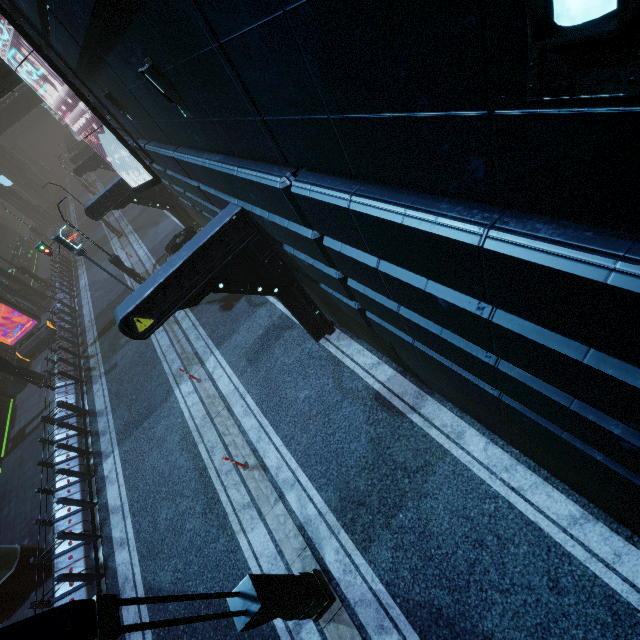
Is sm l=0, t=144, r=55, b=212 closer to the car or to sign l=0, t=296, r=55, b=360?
the car

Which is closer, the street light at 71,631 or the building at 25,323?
the street light at 71,631

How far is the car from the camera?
14.81m

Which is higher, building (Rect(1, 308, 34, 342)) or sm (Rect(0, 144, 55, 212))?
sm (Rect(0, 144, 55, 212))

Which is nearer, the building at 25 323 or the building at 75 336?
the building at 75 336

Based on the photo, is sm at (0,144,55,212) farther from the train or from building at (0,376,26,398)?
the train

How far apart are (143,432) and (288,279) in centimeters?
836cm

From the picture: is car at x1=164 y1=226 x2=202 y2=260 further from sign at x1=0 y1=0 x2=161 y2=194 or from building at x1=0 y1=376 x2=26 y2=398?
sign at x1=0 y1=0 x2=161 y2=194
